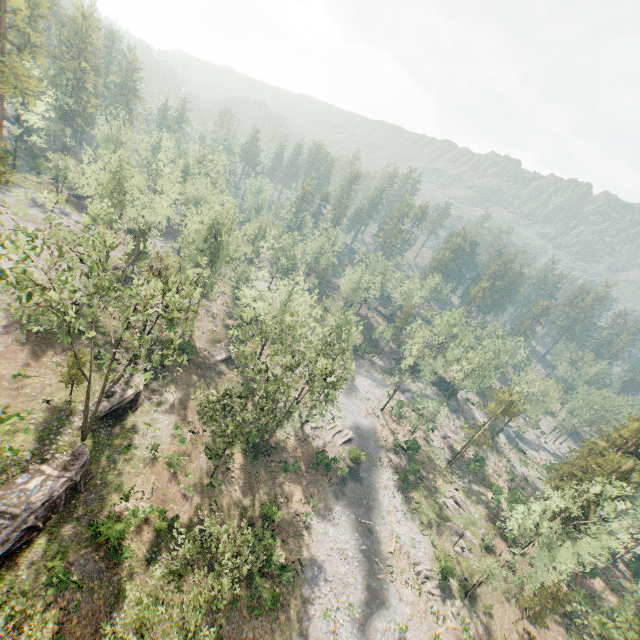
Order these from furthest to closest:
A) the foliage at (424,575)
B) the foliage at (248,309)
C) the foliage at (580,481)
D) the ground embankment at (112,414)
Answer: the foliage at (424,575)
the ground embankment at (112,414)
the foliage at (248,309)
the foliage at (580,481)

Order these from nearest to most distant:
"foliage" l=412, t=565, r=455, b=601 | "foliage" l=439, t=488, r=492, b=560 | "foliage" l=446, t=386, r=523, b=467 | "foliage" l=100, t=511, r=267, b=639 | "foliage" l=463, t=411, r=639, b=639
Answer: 1. "foliage" l=100, t=511, r=267, b=639
2. "foliage" l=463, t=411, r=639, b=639
3. "foliage" l=412, t=565, r=455, b=601
4. "foliage" l=439, t=488, r=492, b=560
5. "foliage" l=446, t=386, r=523, b=467

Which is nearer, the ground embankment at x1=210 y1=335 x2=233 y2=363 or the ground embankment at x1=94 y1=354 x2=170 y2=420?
the ground embankment at x1=94 y1=354 x2=170 y2=420

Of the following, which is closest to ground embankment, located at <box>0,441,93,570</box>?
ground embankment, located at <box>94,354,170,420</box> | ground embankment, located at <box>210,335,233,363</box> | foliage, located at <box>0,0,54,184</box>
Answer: foliage, located at <box>0,0,54,184</box>

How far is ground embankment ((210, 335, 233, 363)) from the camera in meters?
48.8 m

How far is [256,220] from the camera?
50.8 meters

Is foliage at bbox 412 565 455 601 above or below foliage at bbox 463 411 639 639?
below

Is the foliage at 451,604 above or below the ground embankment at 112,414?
below
